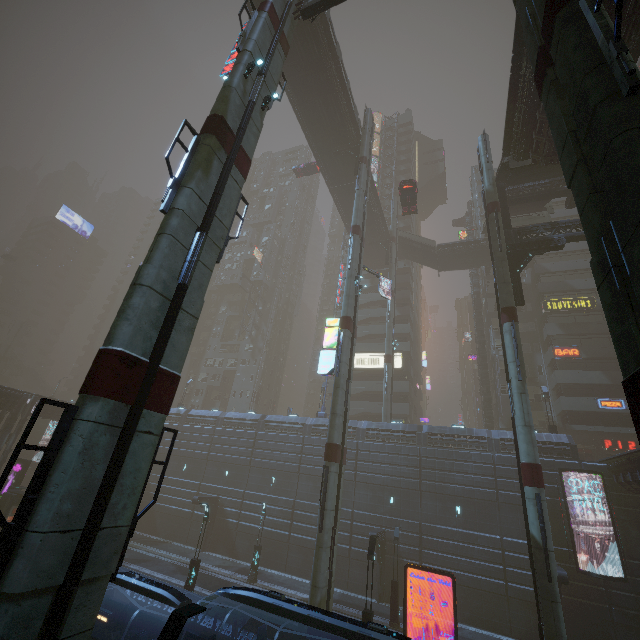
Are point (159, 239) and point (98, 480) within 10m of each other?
yes

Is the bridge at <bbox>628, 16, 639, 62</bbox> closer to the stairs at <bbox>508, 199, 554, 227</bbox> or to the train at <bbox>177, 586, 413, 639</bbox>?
the stairs at <bbox>508, 199, 554, 227</bbox>

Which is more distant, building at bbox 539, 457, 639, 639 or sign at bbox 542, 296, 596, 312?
sign at bbox 542, 296, 596, 312

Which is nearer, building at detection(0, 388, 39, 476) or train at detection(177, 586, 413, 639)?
train at detection(177, 586, 413, 639)

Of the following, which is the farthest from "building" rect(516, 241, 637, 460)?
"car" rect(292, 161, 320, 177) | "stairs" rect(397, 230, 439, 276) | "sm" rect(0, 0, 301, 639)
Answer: "car" rect(292, 161, 320, 177)

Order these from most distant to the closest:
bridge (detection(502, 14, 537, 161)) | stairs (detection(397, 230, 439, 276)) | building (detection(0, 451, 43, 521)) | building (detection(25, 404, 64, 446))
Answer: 1. stairs (detection(397, 230, 439, 276))
2. building (detection(25, 404, 64, 446))
3. building (detection(0, 451, 43, 521))
4. bridge (detection(502, 14, 537, 161))

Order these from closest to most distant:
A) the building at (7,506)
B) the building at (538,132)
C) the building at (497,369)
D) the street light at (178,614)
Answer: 1. the street light at (178,614)
2. the building at (538,132)
3. the building at (7,506)
4. the building at (497,369)

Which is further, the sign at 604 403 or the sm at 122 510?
the sign at 604 403
